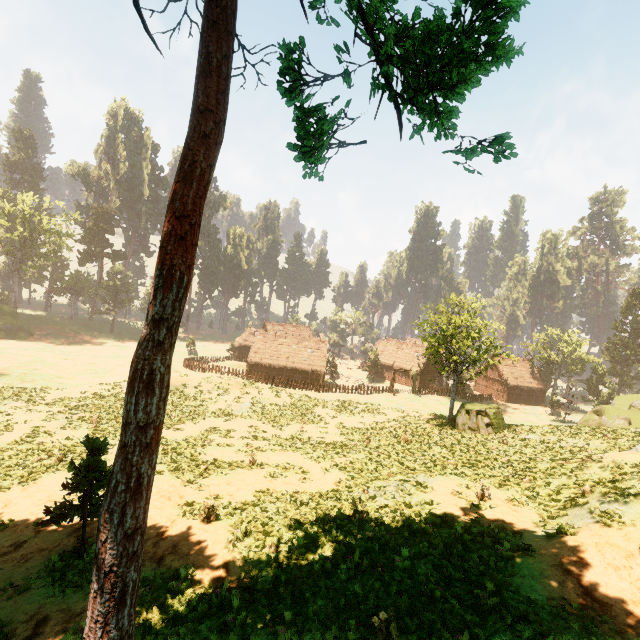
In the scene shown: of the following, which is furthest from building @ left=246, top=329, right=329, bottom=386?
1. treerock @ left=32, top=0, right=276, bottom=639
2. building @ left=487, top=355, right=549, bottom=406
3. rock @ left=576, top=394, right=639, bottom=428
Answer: → rock @ left=576, top=394, right=639, bottom=428

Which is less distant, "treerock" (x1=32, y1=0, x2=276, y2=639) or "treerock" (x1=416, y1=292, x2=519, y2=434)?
"treerock" (x1=32, y1=0, x2=276, y2=639)

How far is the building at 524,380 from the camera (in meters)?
55.88

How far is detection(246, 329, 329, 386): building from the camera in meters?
50.5

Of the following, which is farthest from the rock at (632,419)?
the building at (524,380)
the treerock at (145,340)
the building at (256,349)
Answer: the building at (256,349)

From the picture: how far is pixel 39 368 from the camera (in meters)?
35.84

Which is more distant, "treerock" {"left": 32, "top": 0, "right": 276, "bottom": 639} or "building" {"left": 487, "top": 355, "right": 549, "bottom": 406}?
"building" {"left": 487, "top": 355, "right": 549, "bottom": 406}

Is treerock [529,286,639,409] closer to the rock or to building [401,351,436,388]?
building [401,351,436,388]
